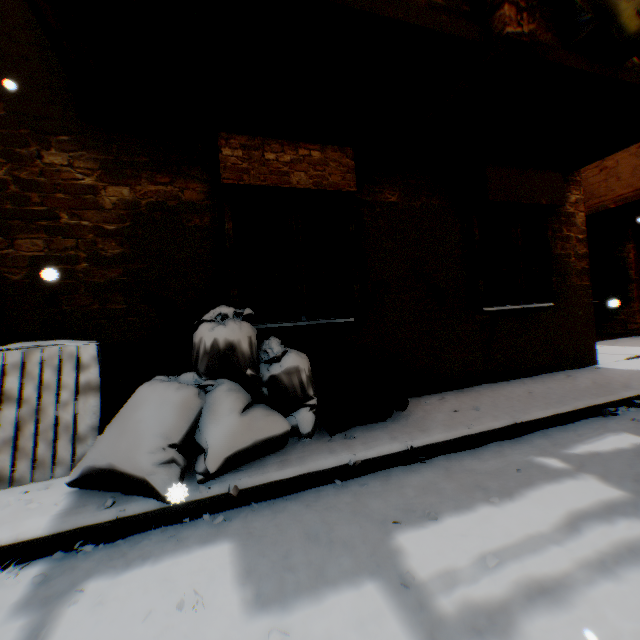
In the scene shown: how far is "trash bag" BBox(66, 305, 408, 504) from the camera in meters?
2.4 m

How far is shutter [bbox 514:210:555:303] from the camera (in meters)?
5.26

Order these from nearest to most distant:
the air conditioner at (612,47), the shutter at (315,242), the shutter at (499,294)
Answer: the air conditioner at (612,47) → the shutter at (315,242) → the shutter at (499,294)

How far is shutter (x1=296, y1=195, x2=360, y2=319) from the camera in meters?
4.0

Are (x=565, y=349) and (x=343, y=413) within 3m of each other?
no

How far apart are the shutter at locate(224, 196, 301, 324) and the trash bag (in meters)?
0.01

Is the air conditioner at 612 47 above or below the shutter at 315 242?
above
